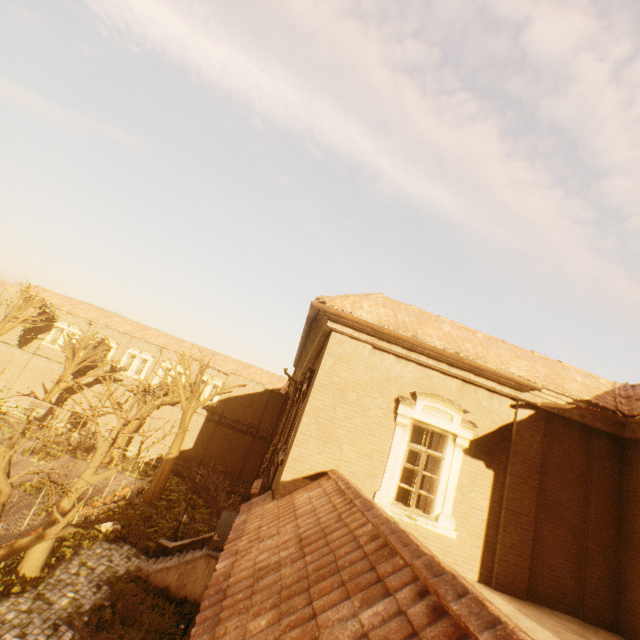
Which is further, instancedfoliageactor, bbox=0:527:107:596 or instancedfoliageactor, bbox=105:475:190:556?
instancedfoliageactor, bbox=105:475:190:556

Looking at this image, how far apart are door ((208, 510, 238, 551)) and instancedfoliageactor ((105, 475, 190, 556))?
7.3 meters

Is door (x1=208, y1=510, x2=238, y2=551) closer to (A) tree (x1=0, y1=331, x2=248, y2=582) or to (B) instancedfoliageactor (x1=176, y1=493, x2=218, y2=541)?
(A) tree (x1=0, y1=331, x2=248, y2=582)

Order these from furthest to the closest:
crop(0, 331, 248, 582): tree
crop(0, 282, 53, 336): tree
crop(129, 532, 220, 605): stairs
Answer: crop(0, 282, 53, 336): tree, crop(129, 532, 220, 605): stairs, crop(0, 331, 248, 582): tree

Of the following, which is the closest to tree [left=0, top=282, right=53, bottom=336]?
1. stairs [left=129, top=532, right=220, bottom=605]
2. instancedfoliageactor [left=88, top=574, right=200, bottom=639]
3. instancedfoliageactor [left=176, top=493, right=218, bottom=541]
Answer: instancedfoliageactor [left=176, top=493, right=218, bottom=541]

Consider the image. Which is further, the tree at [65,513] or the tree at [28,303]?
the tree at [28,303]

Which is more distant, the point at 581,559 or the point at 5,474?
the point at 5,474

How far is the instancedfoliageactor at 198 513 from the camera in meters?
20.0 m
